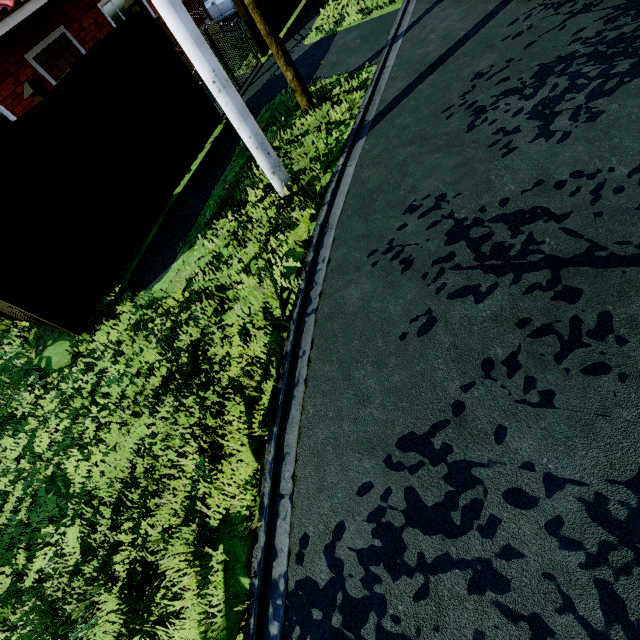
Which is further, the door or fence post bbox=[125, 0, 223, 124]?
the door

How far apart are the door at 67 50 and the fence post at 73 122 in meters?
6.5 m

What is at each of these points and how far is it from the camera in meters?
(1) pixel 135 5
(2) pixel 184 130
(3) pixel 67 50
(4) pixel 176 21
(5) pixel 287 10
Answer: (1) fence post, 6.2
(2) fence, 7.2
(3) door, 9.9
(4) street light, 3.4
(5) fence, 10.1

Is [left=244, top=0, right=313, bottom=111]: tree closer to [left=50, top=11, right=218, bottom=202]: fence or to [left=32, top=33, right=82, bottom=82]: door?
[left=50, top=11, right=218, bottom=202]: fence

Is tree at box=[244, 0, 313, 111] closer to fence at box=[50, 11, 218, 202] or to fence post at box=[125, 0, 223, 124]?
fence at box=[50, 11, 218, 202]

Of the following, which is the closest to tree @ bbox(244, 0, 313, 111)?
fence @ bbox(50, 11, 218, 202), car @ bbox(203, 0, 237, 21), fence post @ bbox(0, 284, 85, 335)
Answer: fence @ bbox(50, 11, 218, 202)

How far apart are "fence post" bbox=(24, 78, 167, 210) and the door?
6.50m

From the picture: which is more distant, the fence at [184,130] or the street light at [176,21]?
the fence at [184,130]
